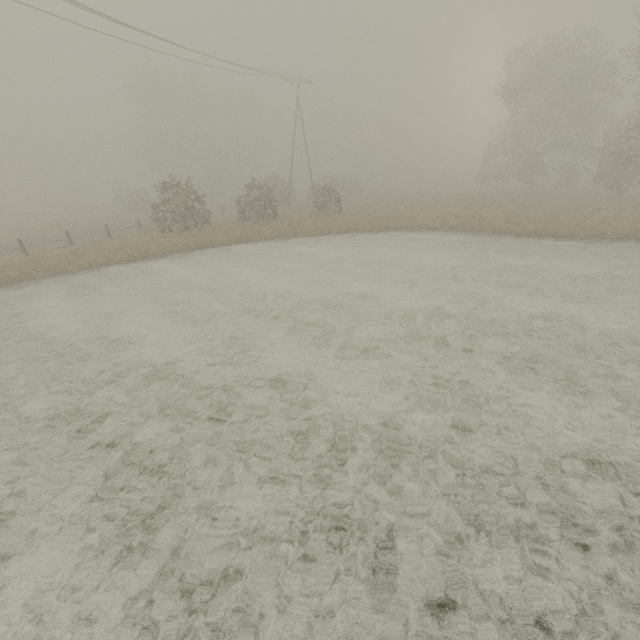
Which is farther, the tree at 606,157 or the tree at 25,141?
the tree at 25,141

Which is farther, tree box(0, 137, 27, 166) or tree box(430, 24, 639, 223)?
tree box(0, 137, 27, 166)

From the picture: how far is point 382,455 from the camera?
4.9m
